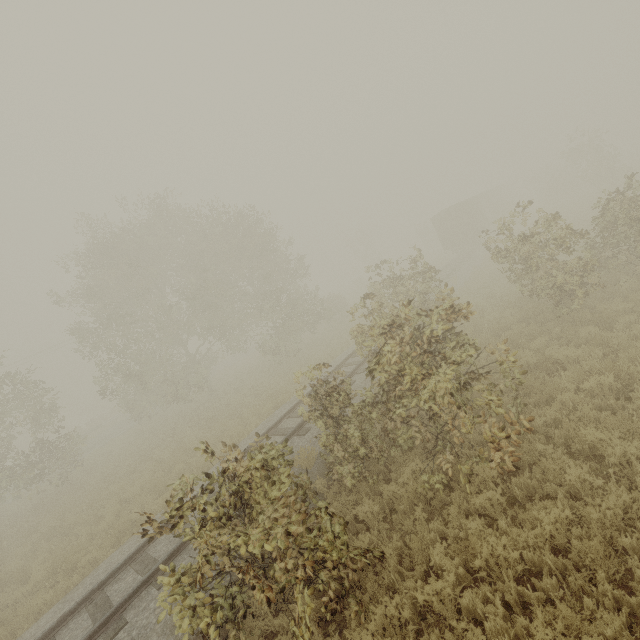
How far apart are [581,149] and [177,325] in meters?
39.5

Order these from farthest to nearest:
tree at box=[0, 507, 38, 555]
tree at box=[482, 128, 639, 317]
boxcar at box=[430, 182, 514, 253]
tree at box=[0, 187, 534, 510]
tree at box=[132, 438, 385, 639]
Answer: boxcar at box=[430, 182, 514, 253], tree at box=[0, 507, 38, 555], tree at box=[482, 128, 639, 317], tree at box=[0, 187, 534, 510], tree at box=[132, 438, 385, 639]

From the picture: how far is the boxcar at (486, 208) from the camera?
31.37m

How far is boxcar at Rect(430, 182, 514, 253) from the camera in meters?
31.4 m

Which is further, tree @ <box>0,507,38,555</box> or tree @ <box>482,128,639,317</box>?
tree @ <box>0,507,38,555</box>

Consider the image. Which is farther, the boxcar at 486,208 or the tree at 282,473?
the boxcar at 486,208
